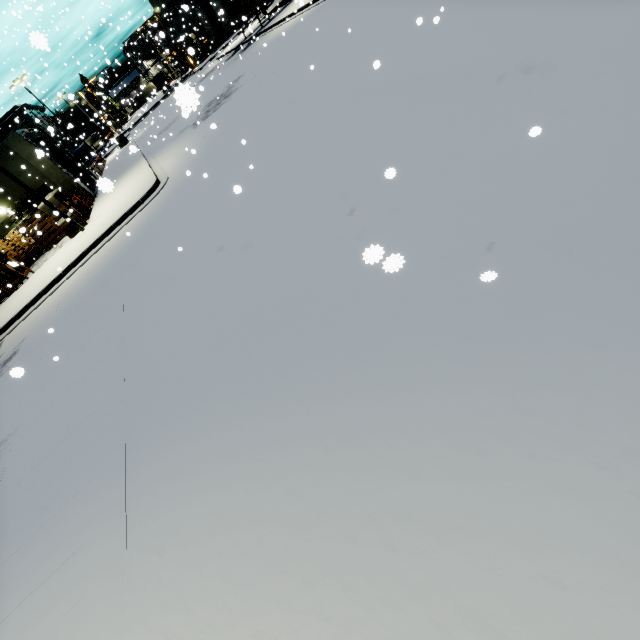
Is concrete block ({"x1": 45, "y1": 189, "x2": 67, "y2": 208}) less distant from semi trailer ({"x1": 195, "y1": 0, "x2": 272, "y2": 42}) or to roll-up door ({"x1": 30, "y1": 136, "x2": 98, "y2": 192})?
semi trailer ({"x1": 195, "y1": 0, "x2": 272, "y2": 42})

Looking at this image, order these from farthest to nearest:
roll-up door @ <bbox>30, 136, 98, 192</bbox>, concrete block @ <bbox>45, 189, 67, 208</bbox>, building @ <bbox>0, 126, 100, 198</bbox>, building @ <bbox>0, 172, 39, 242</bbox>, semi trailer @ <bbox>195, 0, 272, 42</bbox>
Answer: semi trailer @ <bbox>195, 0, 272, 42</bbox>
roll-up door @ <bbox>30, 136, 98, 192</bbox>
building @ <bbox>0, 172, 39, 242</bbox>
building @ <bbox>0, 126, 100, 198</bbox>
concrete block @ <bbox>45, 189, 67, 208</bbox>

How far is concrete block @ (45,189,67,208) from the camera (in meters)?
16.48

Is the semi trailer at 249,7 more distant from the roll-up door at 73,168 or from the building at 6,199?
the roll-up door at 73,168

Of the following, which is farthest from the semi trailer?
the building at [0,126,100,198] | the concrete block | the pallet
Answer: the pallet

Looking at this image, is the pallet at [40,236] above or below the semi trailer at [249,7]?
below

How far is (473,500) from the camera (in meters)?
2.03

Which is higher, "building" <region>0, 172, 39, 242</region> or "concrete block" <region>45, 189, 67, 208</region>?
"building" <region>0, 172, 39, 242</region>
